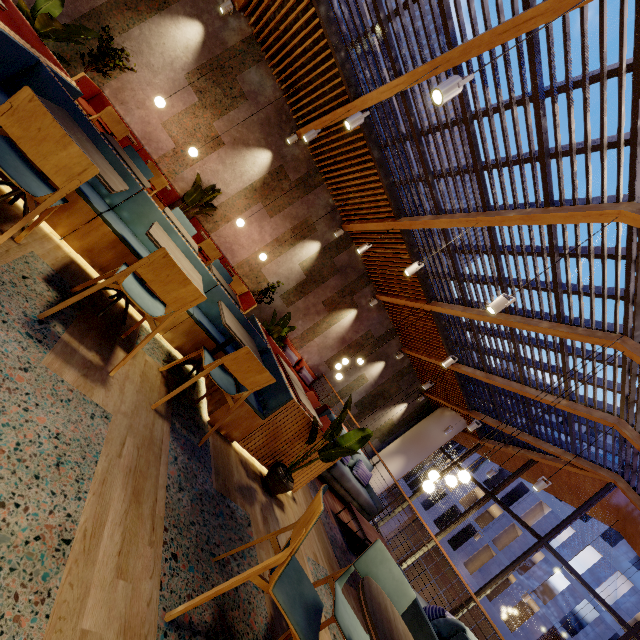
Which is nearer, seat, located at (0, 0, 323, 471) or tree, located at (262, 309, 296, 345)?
seat, located at (0, 0, 323, 471)

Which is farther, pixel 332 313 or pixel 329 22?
pixel 332 313

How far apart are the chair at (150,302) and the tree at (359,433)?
1.88m

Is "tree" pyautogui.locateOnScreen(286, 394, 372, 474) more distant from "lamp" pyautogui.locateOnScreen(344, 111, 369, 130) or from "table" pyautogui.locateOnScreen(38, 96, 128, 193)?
"lamp" pyautogui.locateOnScreen(344, 111, 369, 130)

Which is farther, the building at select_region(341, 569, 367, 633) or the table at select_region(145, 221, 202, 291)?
the building at select_region(341, 569, 367, 633)

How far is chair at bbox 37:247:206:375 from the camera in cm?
210

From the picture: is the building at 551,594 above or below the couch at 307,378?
above

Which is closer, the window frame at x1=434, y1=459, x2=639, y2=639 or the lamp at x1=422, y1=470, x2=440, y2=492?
the lamp at x1=422, y1=470, x2=440, y2=492
